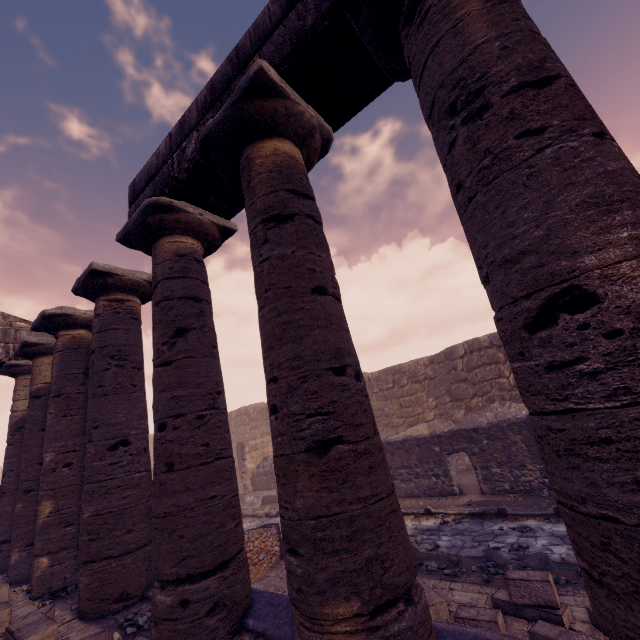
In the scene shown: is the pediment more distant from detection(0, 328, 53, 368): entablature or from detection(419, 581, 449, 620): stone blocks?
detection(419, 581, 449, 620): stone blocks

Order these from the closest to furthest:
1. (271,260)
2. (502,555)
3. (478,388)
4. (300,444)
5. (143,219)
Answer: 1. (300,444)
2. (271,260)
3. (143,219)
4. (502,555)
5. (478,388)

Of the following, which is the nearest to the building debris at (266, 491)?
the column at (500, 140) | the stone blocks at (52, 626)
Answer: the stone blocks at (52, 626)

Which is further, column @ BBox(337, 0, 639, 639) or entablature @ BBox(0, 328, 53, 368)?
entablature @ BBox(0, 328, 53, 368)

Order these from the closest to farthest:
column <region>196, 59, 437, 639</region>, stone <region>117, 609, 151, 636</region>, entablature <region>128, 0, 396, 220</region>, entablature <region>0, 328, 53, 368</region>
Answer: column <region>196, 59, 437, 639</region> → entablature <region>128, 0, 396, 220</region> → stone <region>117, 609, 151, 636</region> → entablature <region>0, 328, 53, 368</region>

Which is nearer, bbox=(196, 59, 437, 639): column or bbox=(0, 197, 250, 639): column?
bbox=(196, 59, 437, 639): column

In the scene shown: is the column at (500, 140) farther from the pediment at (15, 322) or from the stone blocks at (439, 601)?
the pediment at (15, 322)

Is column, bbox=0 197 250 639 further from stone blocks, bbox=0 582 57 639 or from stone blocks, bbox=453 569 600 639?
stone blocks, bbox=453 569 600 639
